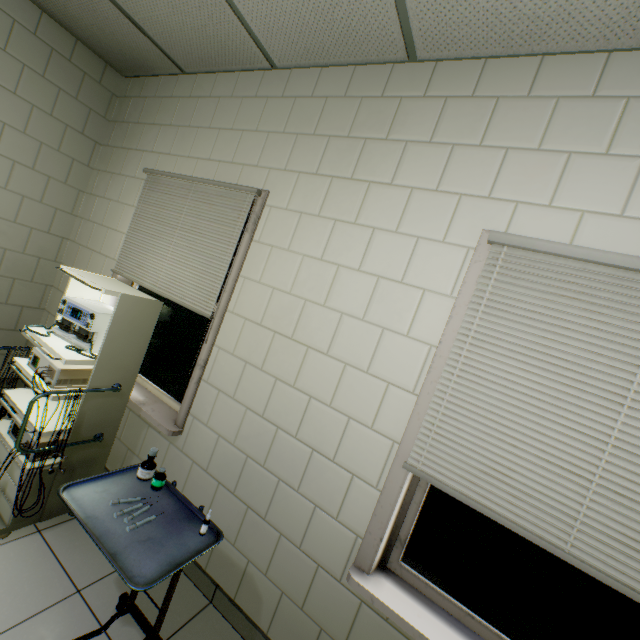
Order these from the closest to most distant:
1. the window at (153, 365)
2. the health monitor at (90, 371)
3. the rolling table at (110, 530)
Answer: the rolling table at (110, 530) < the health monitor at (90, 371) < the window at (153, 365)

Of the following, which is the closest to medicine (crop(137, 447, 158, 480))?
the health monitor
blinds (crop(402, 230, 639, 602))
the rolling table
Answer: the rolling table

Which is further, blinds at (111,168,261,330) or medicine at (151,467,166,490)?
blinds at (111,168,261,330)

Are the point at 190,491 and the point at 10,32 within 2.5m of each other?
no

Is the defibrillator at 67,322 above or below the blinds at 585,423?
below

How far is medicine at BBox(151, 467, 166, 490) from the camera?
1.5m

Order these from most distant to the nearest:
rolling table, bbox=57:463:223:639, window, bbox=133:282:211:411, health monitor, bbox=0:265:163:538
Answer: window, bbox=133:282:211:411 < health monitor, bbox=0:265:163:538 < rolling table, bbox=57:463:223:639

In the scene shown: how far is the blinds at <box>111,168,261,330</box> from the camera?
2.18m
